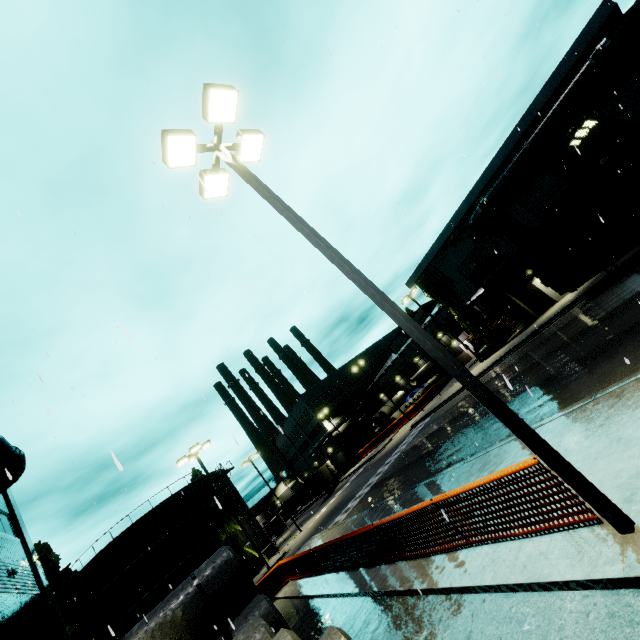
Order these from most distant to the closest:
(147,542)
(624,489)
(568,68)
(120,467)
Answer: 1. (147,542)
2. (568,68)
3. (624,489)
4. (120,467)

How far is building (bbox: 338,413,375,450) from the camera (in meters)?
56.06

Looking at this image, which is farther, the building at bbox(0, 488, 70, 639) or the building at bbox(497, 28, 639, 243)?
the building at bbox(497, 28, 639, 243)

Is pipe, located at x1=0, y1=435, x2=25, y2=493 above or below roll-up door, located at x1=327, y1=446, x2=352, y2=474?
above

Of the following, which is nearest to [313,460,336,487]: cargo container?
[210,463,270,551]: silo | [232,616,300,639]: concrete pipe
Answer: [210,463,270,551]: silo

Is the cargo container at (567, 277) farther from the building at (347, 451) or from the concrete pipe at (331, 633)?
the concrete pipe at (331, 633)

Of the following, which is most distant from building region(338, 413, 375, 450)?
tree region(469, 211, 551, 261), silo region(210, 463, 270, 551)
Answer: silo region(210, 463, 270, 551)

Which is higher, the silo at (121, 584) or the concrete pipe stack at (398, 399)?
the silo at (121, 584)
